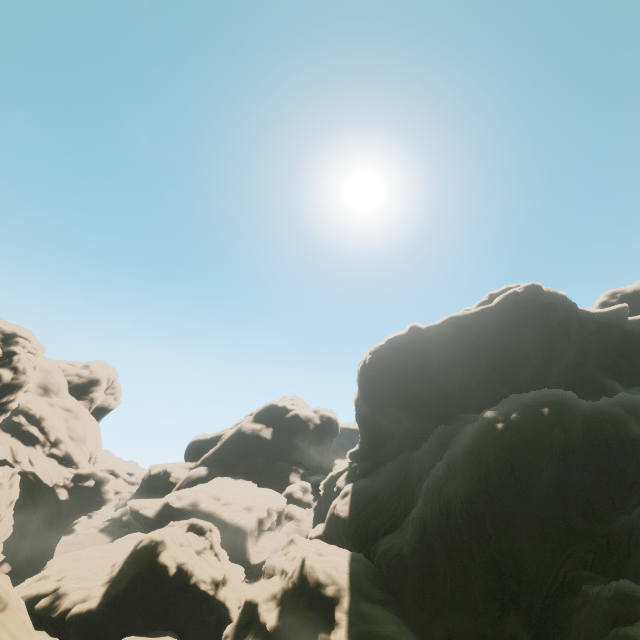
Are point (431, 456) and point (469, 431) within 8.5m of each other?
yes

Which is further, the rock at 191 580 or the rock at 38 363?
the rock at 38 363

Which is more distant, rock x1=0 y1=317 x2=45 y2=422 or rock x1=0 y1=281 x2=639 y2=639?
rock x1=0 y1=317 x2=45 y2=422
